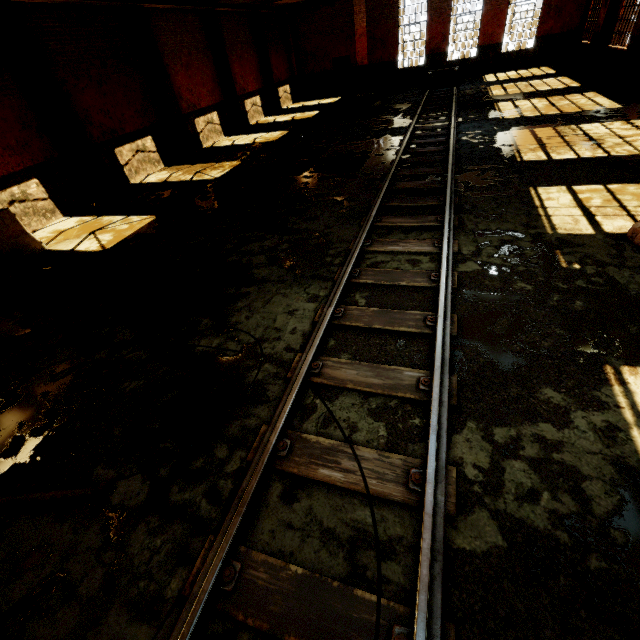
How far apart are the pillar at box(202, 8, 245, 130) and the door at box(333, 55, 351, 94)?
10.1m

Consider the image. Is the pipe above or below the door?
below

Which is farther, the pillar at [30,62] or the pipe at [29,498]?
the pillar at [30,62]

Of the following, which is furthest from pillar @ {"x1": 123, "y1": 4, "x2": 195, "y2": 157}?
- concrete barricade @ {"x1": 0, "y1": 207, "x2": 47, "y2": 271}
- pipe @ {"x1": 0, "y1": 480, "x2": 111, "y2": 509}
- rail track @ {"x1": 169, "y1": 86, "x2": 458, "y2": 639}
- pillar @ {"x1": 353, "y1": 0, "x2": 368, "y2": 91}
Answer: pillar @ {"x1": 353, "y1": 0, "x2": 368, "y2": 91}

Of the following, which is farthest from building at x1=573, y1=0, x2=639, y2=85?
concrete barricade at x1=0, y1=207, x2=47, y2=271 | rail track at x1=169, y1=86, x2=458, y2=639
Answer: concrete barricade at x1=0, y1=207, x2=47, y2=271

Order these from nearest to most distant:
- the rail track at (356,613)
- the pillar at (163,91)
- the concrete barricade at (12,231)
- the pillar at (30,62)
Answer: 1. the rail track at (356,613)
2. the concrete barricade at (12,231)
3. the pillar at (30,62)
4. the pillar at (163,91)

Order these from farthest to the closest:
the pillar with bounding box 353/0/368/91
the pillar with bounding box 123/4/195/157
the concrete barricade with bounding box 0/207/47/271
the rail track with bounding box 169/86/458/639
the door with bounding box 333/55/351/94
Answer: the door with bounding box 333/55/351/94
the pillar with bounding box 353/0/368/91
the pillar with bounding box 123/4/195/157
the concrete barricade with bounding box 0/207/47/271
the rail track with bounding box 169/86/458/639

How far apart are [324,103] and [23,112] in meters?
17.5
